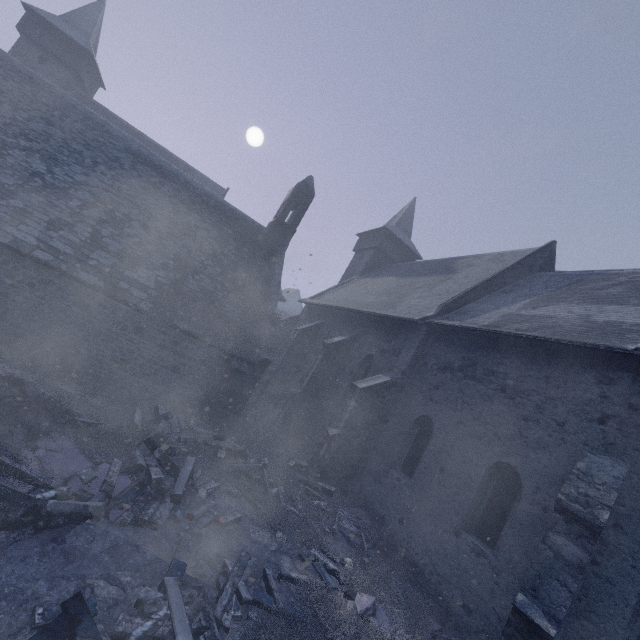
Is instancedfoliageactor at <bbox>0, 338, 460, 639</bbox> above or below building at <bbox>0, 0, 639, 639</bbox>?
below

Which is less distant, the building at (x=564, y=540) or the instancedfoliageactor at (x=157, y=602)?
the instancedfoliageactor at (x=157, y=602)

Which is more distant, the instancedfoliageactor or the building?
the building

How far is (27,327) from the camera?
9.41m

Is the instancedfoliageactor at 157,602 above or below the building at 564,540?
below
